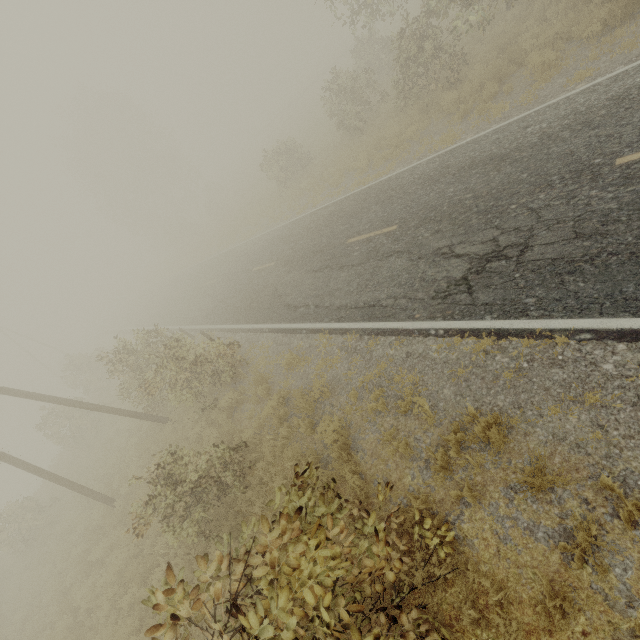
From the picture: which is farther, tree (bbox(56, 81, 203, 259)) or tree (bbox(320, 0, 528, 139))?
tree (bbox(56, 81, 203, 259))

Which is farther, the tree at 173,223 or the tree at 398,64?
the tree at 173,223

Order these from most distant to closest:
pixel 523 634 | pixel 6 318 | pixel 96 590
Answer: pixel 6 318 < pixel 96 590 < pixel 523 634

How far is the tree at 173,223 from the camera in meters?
38.4

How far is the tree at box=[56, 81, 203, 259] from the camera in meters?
38.4

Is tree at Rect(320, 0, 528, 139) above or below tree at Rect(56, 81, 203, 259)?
below
